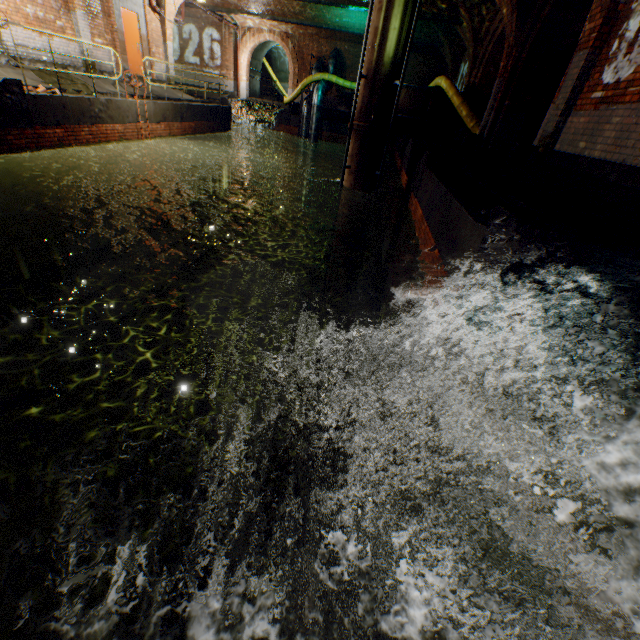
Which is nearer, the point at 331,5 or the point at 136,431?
the point at 136,431

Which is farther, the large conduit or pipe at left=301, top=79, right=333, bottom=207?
pipe at left=301, top=79, right=333, bottom=207

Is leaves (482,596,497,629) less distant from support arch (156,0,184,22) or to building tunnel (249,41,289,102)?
support arch (156,0,184,22)

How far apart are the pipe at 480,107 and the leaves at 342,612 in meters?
16.2 m

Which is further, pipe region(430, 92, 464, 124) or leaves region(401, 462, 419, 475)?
pipe region(430, 92, 464, 124)

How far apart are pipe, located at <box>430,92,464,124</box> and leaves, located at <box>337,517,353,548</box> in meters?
15.8

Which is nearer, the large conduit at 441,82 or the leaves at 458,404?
the leaves at 458,404

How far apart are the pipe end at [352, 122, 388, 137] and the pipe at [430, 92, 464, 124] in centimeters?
551cm
